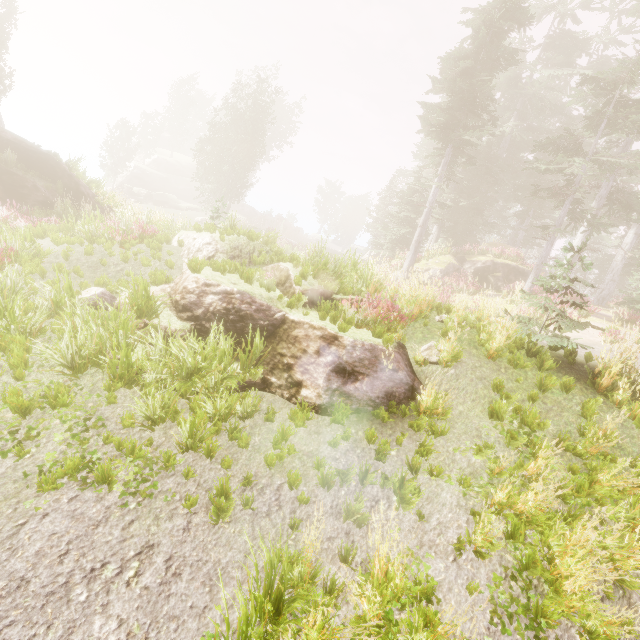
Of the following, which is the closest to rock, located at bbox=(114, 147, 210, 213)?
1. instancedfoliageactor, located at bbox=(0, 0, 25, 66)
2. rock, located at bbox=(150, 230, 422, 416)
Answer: instancedfoliageactor, located at bbox=(0, 0, 25, 66)

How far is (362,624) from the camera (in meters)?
2.73

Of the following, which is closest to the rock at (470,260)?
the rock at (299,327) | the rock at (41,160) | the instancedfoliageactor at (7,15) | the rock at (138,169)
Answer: the instancedfoliageactor at (7,15)

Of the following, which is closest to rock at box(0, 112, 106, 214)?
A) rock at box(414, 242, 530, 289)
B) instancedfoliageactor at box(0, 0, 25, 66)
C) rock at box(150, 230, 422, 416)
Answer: instancedfoliageactor at box(0, 0, 25, 66)

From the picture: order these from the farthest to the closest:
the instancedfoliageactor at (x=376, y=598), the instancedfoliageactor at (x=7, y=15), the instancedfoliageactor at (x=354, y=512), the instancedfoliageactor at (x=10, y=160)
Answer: the instancedfoliageactor at (x=7, y=15) → the instancedfoliageactor at (x=10, y=160) → the instancedfoliageactor at (x=354, y=512) → the instancedfoliageactor at (x=376, y=598)

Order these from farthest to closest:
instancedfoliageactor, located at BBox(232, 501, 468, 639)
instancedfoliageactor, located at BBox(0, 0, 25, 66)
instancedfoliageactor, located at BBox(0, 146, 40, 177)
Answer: instancedfoliageactor, located at BBox(0, 0, 25, 66)
instancedfoliageactor, located at BBox(0, 146, 40, 177)
instancedfoliageactor, located at BBox(232, 501, 468, 639)

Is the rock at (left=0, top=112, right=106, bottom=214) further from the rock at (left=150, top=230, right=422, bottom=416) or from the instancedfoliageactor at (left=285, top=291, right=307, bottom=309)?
the rock at (left=150, top=230, right=422, bottom=416)

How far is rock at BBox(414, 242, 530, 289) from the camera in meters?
22.9 m
